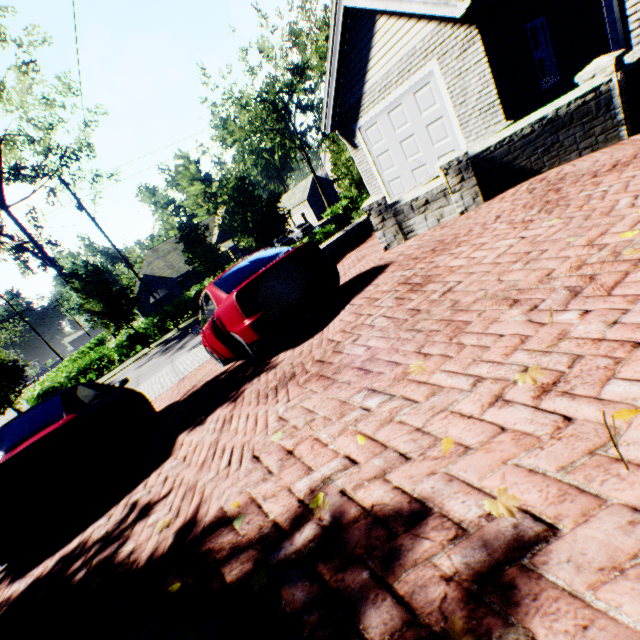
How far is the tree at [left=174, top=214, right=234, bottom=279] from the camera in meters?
23.5 m

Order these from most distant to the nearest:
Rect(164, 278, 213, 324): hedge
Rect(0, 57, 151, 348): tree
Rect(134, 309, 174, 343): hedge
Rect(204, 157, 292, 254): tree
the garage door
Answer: Rect(164, 278, 213, 324): hedge
Rect(134, 309, 174, 343): hedge
Rect(0, 57, 151, 348): tree
Rect(204, 157, 292, 254): tree
the garage door

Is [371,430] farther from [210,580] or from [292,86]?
[292,86]

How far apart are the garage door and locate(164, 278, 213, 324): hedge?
19.9 meters

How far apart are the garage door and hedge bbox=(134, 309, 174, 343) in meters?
21.3 m

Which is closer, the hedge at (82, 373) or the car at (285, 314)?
the car at (285, 314)

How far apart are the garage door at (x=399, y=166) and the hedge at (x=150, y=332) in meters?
21.3 m

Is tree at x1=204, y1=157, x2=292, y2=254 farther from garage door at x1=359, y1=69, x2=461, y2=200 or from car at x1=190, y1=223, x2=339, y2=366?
garage door at x1=359, y1=69, x2=461, y2=200
